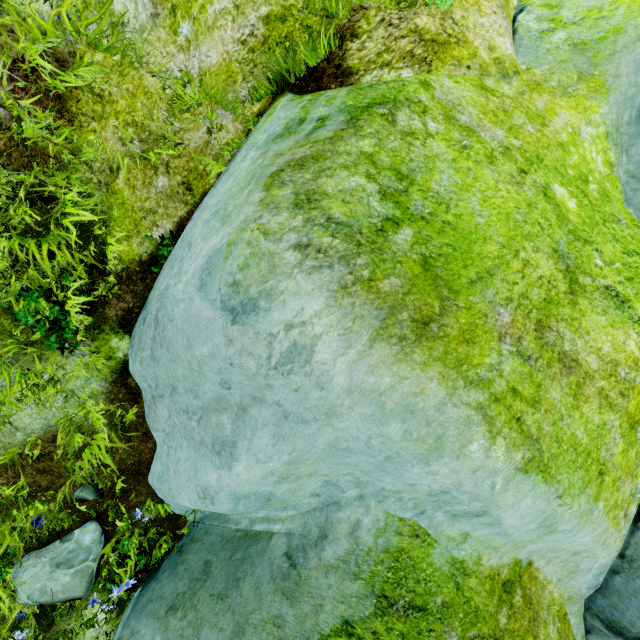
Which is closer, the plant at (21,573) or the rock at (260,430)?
the rock at (260,430)

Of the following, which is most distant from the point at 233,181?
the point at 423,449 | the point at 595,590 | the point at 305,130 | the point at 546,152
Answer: the point at 595,590

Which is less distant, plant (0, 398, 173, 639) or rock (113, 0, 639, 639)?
rock (113, 0, 639, 639)

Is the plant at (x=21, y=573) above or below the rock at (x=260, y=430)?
below

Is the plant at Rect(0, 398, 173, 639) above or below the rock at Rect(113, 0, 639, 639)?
below
